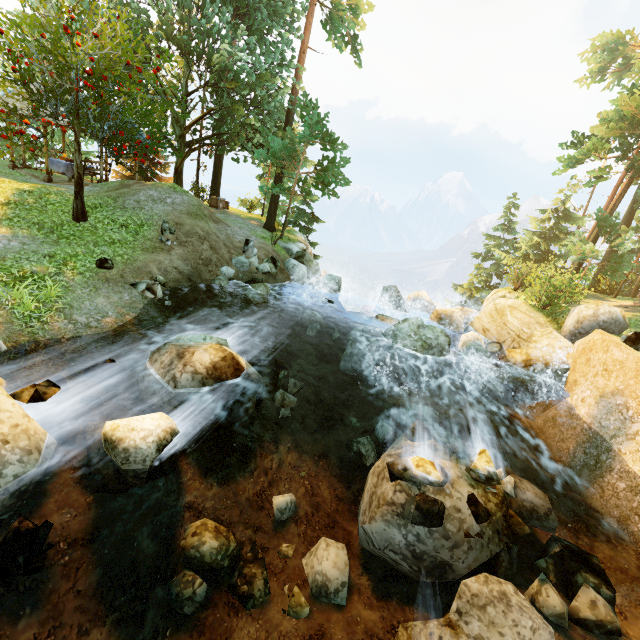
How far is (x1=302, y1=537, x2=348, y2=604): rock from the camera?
5.3m

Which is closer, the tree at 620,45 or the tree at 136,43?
the tree at 136,43

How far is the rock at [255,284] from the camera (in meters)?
13.50

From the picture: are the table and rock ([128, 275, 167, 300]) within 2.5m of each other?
no

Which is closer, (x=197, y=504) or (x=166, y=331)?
(x=197, y=504)

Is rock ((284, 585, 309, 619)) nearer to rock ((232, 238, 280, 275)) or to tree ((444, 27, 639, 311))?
rock ((232, 238, 280, 275))

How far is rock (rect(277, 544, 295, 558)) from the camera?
5.9m

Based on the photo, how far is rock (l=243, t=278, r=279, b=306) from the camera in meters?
13.5
